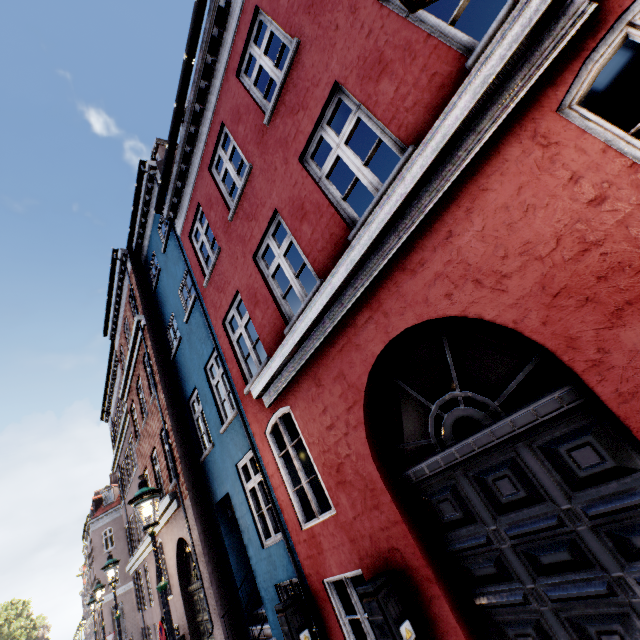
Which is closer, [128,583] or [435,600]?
[435,600]

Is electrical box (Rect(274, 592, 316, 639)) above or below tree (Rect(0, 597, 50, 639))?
below

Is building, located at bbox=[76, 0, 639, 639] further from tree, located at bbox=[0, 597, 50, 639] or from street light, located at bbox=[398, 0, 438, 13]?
tree, located at bbox=[0, 597, 50, 639]

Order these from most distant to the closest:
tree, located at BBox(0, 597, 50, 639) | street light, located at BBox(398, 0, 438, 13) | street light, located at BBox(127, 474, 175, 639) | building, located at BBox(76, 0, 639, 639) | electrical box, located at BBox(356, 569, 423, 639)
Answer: tree, located at BBox(0, 597, 50, 639) < street light, located at BBox(127, 474, 175, 639) < electrical box, located at BBox(356, 569, 423, 639) < building, located at BBox(76, 0, 639, 639) < street light, located at BBox(398, 0, 438, 13)

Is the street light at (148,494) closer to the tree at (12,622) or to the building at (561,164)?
the tree at (12,622)

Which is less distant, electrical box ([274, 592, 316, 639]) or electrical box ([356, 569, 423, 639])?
electrical box ([356, 569, 423, 639])

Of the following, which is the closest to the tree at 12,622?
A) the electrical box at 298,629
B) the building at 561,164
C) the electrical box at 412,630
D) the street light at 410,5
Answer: the street light at 410,5

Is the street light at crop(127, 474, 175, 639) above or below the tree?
below
